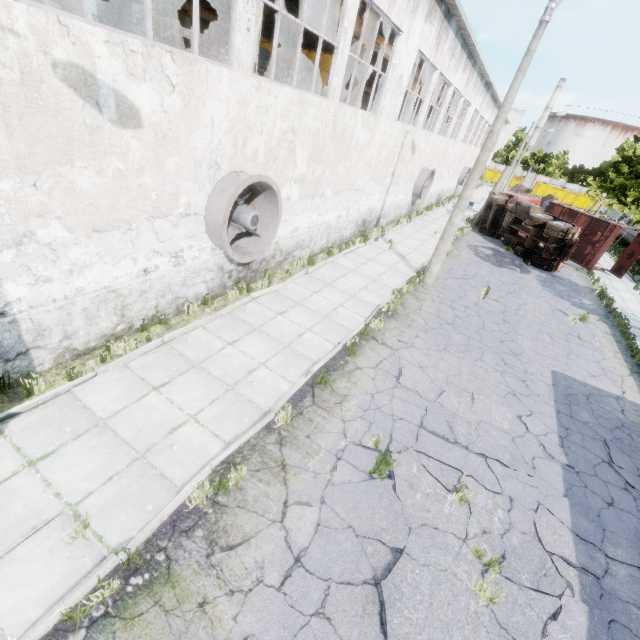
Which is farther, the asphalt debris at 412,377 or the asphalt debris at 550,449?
the asphalt debris at 412,377

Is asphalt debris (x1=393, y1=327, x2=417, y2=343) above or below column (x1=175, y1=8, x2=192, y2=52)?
Result: below

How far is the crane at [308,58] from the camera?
16.4 meters

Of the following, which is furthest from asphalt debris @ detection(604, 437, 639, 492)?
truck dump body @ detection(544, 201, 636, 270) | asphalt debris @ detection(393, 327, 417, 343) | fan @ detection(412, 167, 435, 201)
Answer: truck dump body @ detection(544, 201, 636, 270)

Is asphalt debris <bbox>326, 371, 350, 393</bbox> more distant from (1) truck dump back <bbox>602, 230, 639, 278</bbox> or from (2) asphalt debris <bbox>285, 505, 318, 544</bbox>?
(1) truck dump back <bbox>602, 230, 639, 278</bbox>

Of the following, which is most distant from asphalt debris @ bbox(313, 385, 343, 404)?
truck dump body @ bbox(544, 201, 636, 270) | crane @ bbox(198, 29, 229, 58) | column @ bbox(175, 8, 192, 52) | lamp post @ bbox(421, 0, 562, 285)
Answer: truck dump body @ bbox(544, 201, 636, 270)

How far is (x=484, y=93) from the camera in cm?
2755

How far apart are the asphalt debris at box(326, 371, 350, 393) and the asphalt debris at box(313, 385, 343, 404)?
0.1m
